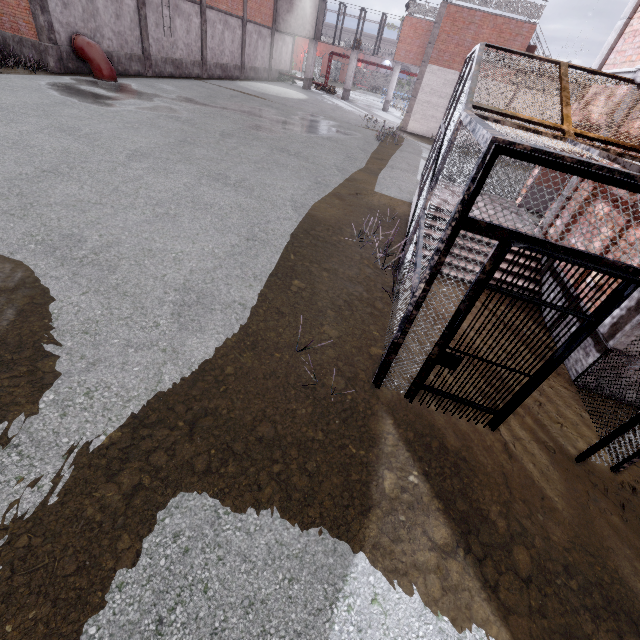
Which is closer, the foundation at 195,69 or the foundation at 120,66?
the foundation at 120,66

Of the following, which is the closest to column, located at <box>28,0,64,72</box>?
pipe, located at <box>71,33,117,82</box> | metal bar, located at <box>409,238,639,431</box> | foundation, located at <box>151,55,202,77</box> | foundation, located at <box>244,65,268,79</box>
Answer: pipe, located at <box>71,33,117,82</box>

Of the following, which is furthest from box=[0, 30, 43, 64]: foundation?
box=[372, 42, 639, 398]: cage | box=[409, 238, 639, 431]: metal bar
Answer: box=[409, 238, 639, 431]: metal bar

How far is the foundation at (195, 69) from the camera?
19.57m

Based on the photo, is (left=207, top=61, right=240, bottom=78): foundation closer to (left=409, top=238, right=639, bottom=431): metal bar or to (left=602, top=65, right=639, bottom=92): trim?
(left=602, top=65, right=639, bottom=92): trim

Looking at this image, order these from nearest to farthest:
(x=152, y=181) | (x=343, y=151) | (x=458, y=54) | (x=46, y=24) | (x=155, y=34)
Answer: (x=152, y=181) < (x=46, y=24) < (x=343, y=151) < (x=155, y=34) < (x=458, y=54)

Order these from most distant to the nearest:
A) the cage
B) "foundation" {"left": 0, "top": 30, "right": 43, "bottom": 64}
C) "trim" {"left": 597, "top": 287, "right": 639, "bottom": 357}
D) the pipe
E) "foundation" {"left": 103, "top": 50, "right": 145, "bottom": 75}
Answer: "foundation" {"left": 103, "top": 50, "right": 145, "bottom": 75}
the pipe
"foundation" {"left": 0, "top": 30, "right": 43, "bottom": 64}
"trim" {"left": 597, "top": 287, "right": 639, "bottom": 357}
the cage

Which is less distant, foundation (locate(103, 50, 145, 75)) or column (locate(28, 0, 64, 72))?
column (locate(28, 0, 64, 72))
